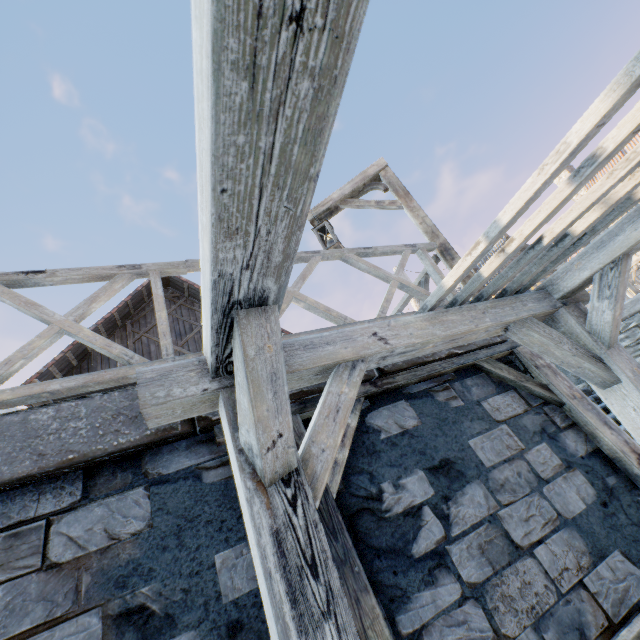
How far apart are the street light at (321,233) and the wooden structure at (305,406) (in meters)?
2.45

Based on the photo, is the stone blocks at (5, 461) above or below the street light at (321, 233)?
below

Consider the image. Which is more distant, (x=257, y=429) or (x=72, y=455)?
(x=72, y=455)

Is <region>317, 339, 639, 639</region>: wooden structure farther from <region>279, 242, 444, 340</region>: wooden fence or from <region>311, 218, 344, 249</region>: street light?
<region>311, 218, 344, 249</region>: street light

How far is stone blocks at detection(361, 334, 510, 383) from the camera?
2.7m

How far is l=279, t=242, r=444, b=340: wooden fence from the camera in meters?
3.0

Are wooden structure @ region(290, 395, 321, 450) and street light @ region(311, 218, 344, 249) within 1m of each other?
no

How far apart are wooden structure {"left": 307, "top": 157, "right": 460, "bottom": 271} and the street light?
0.26m
